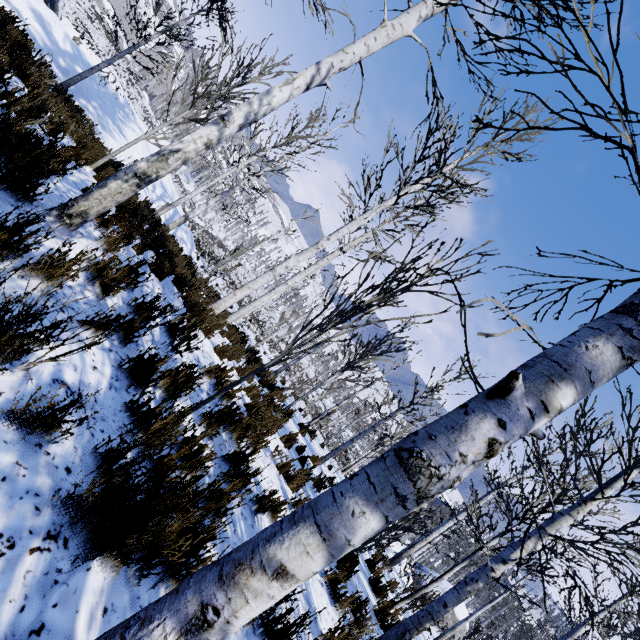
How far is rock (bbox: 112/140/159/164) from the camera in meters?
13.4 m

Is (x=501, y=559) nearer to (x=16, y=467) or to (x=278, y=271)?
(x=16, y=467)

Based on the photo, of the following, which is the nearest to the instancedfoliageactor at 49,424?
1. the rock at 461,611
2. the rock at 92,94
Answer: the rock at 92,94

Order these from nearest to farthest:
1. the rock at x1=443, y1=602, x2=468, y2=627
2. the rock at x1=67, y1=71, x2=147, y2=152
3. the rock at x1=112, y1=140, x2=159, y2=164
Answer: the rock at x1=67, y1=71, x2=147, y2=152, the rock at x1=112, y1=140, x2=159, y2=164, the rock at x1=443, y1=602, x2=468, y2=627

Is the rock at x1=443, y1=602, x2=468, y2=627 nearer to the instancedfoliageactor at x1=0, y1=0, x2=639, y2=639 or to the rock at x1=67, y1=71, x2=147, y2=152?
the instancedfoliageactor at x1=0, y1=0, x2=639, y2=639

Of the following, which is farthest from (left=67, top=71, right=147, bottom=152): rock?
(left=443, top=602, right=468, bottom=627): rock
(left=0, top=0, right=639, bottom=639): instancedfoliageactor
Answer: (left=443, top=602, right=468, bottom=627): rock

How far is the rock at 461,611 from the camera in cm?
3073
